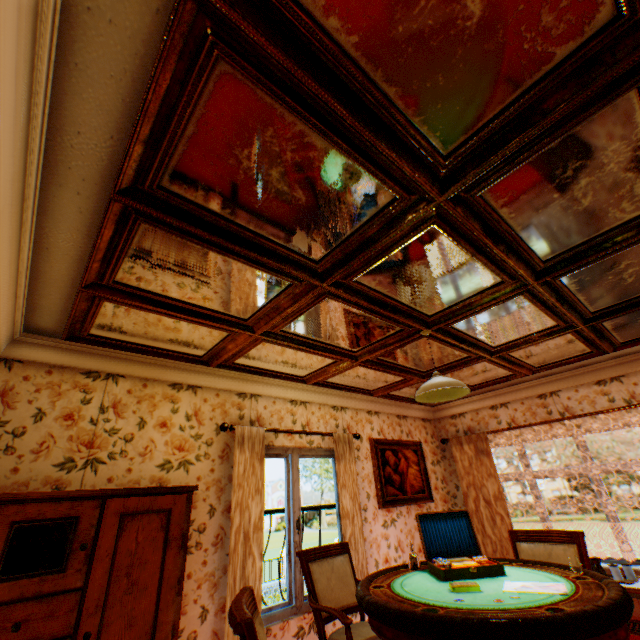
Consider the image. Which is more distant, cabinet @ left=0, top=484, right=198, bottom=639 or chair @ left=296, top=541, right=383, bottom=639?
chair @ left=296, top=541, right=383, bottom=639

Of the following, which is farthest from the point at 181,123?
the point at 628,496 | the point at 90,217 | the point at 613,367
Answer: the point at 628,496

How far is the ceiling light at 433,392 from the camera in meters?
2.8

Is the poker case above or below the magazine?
above

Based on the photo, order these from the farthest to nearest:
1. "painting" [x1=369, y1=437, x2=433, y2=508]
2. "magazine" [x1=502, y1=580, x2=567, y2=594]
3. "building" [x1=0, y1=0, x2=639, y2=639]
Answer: "painting" [x1=369, y1=437, x2=433, y2=508] → "magazine" [x1=502, y1=580, x2=567, y2=594] → "building" [x1=0, y1=0, x2=639, y2=639]

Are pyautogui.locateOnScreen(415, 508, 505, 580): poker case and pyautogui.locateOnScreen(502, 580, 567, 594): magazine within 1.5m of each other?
yes

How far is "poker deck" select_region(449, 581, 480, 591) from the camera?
2.01m

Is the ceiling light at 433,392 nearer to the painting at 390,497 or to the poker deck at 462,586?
the poker deck at 462,586
